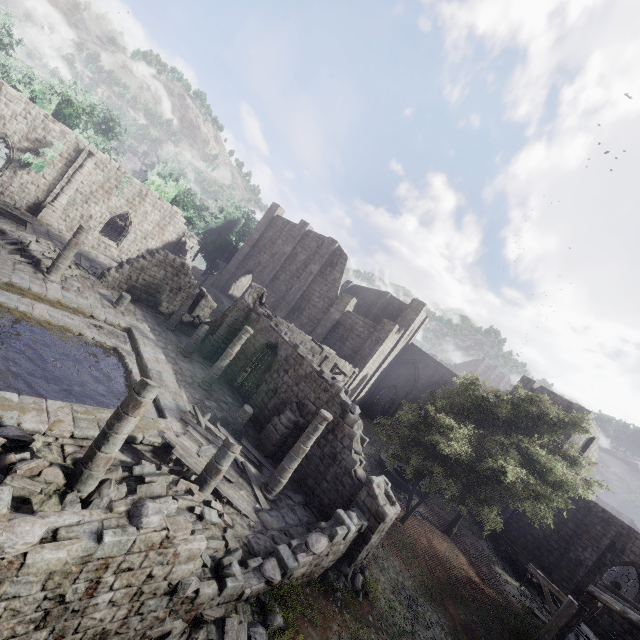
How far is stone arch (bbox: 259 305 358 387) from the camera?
21.92m

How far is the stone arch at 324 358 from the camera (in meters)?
21.92

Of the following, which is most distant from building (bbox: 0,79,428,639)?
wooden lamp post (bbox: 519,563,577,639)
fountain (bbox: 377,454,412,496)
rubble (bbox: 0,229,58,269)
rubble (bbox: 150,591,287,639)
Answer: fountain (bbox: 377,454,412,496)

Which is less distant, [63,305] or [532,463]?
[63,305]

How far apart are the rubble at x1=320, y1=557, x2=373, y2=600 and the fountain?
12.0 meters

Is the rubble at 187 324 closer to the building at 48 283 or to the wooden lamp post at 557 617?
the building at 48 283

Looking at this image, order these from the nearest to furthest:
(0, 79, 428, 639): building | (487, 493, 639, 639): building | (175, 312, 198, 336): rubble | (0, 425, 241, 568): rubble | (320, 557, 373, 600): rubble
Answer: (0, 79, 428, 639): building
(0, 425, 241, 568): rubble
(320, 557, 373, 600): rubble
(487, 493, 639, 639): building
(175, 312, 198, 336): rubble

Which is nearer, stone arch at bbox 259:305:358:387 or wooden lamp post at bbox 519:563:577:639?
wooden lamp post at bbox 519:563:577:639
